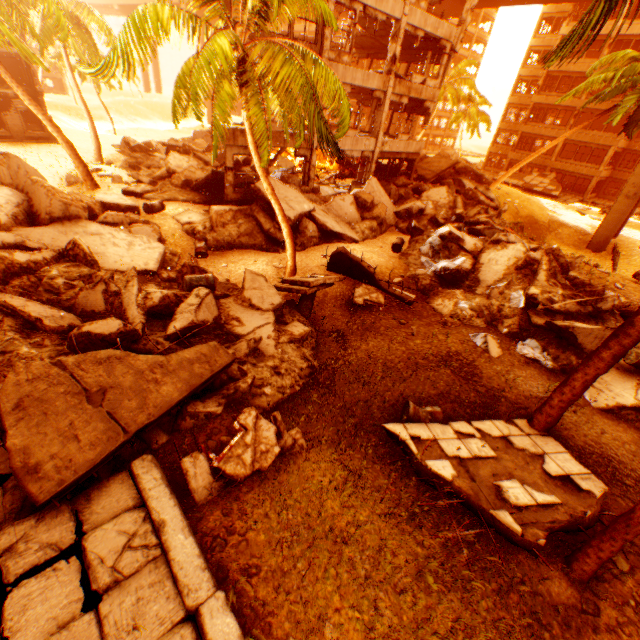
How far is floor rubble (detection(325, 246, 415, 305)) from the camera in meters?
12.0 m

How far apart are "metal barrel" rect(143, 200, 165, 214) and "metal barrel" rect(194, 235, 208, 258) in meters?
2.3

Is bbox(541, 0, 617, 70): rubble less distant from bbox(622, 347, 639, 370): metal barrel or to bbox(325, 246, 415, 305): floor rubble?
bbox(325, 246, 415, 305): floor rubble

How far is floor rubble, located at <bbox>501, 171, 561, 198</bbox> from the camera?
35.9m

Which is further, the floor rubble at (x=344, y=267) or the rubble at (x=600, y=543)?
the floor rubble at (x=344, y=267)

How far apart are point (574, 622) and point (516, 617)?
0.88m

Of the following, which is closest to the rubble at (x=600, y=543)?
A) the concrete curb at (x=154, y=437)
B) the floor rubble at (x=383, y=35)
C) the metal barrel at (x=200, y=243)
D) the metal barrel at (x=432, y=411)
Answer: the metal barrel at (x=432, y=411)

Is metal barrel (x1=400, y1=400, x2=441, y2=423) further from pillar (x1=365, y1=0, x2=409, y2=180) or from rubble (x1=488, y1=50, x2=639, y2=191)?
pillar (x1=365, y1=0, x2=409, y2=180)
